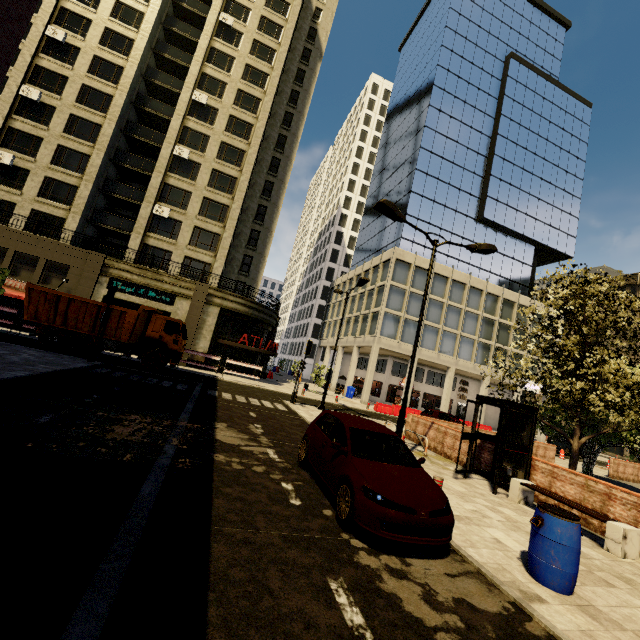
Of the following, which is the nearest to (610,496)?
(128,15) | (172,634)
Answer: (172,634)

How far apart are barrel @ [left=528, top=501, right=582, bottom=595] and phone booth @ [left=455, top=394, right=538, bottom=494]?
4.4m

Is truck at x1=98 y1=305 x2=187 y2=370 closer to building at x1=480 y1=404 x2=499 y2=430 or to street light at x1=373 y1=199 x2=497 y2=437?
street light at x1=373 y1=199 x2=497 y2=437

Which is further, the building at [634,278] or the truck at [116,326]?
the building at [634,278]

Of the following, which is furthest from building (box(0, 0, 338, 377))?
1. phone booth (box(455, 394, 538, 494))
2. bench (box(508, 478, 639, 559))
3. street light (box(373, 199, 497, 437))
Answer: bench (box(508, 478, 639, 559))

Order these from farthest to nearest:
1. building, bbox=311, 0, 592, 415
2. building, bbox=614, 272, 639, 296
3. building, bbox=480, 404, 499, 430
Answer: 1. building, bbox=614, 272, 639, 296
2. building, bbox=480, 404, 499, 430
3. building, bbox=311, 0, 592, 415

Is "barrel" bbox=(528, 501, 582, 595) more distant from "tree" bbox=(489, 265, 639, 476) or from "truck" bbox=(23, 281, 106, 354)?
"truck" bbox=(23, 281, 106, 354)

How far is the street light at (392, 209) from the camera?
10.05m
